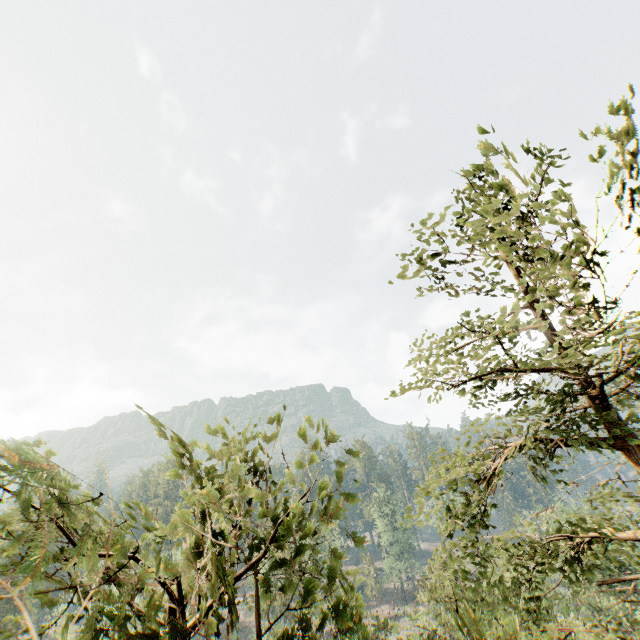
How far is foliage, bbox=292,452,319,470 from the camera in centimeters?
315cm

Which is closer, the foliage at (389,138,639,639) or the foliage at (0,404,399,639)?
the foliage at (0,404,399,639)

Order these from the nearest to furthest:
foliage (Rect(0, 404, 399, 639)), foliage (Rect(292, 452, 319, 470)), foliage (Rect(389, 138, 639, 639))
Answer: foliage (Rect(0, 404, 399, 639)), foliage (Rect(292, 452, 319, 470)), foliage (Rect(389, 138, 639, 639))

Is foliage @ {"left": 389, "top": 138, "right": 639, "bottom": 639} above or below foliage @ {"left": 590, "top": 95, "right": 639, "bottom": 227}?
below

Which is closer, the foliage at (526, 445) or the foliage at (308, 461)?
the foliage at (308, 461)

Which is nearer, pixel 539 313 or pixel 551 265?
pixel 551 265

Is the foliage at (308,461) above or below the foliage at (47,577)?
above
